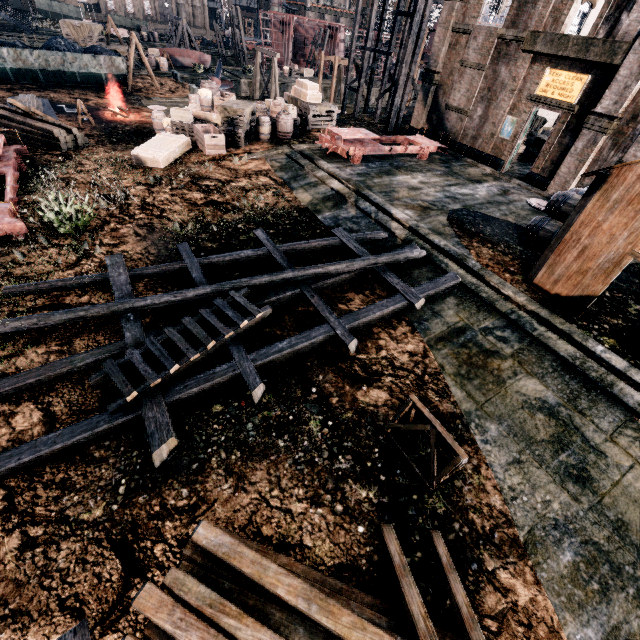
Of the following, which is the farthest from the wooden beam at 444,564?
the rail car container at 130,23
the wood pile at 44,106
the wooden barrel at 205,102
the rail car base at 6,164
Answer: the rail car container at 130,23

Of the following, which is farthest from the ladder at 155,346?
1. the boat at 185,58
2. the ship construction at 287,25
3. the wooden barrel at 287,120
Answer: the ship construction at 287,25

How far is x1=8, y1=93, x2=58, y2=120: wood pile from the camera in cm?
2148

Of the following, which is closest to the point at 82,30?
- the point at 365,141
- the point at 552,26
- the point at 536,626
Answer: the point at 365,141

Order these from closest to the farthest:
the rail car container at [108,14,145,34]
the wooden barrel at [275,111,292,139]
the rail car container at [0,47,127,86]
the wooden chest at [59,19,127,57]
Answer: the wooden barrel at [275,111,292,139]
the rail car container at [0,47,127,86]
the wooden chest at [59,19,127,57]
the rail car container at [108,14,145,34]

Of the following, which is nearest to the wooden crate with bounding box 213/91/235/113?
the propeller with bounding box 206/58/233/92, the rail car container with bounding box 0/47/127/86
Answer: the rail car container with bounding box 0/47/127/86

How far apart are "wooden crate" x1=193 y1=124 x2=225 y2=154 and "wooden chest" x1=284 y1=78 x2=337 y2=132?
7.9m

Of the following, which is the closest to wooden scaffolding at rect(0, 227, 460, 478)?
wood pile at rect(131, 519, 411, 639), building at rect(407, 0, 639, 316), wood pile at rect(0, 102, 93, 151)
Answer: wood pile at rect(131, 519, 411, 639)
